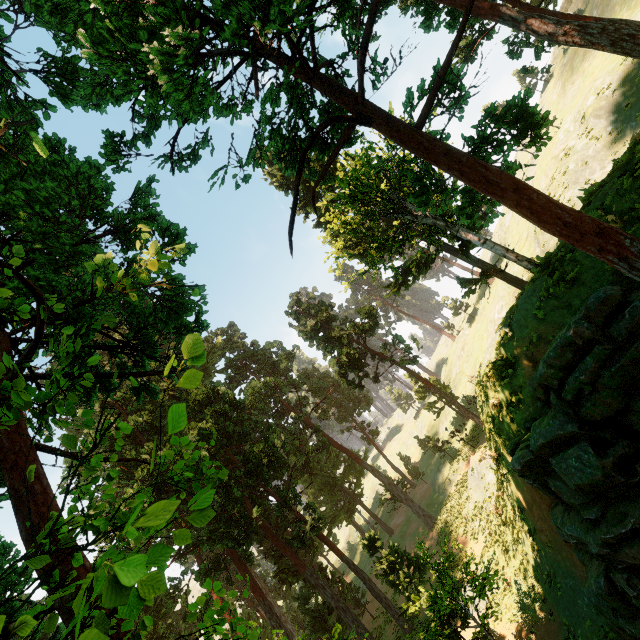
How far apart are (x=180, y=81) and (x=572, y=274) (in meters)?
11.97

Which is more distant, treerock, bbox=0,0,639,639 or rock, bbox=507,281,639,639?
rock, bbox=507,281,639,639

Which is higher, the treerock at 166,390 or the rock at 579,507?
the treerock at 166,390

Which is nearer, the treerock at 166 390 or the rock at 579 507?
the treerock at 166 390

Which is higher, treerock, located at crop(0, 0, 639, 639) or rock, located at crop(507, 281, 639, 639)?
treerock, located at crop(0, 0, 639, 639)
